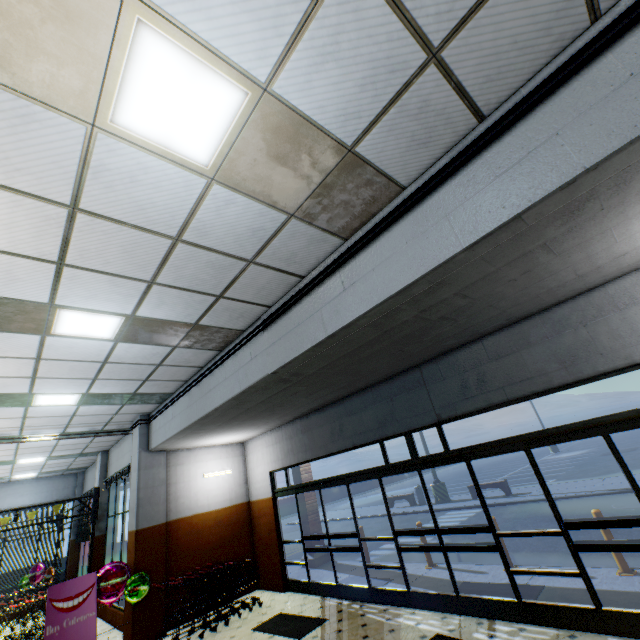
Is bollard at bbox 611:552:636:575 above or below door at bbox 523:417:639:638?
below

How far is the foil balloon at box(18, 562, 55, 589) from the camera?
12.55m

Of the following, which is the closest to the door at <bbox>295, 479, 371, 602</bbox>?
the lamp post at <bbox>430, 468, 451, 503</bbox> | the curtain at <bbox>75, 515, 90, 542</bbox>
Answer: the curtain at <bbox>75, 515, 90, 542</bbox>

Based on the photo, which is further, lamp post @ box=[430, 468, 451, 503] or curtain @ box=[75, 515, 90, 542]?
lamp post @ box=[430, 468, 451, 503]

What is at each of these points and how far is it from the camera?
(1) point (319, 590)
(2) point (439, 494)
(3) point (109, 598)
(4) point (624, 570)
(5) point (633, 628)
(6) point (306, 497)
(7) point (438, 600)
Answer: (1) door, 7.53m
(2) lamp post, 16.42m
(3) foil balloon, 6.73m
(4) bollard, 5.32m
(5) door, 3.84m
(6) building, 10.91m
(7) door, 5.53m

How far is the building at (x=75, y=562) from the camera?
13.4 meters

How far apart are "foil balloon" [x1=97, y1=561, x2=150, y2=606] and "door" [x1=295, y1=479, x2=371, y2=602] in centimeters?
352cm

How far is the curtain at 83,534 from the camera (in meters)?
12.24
